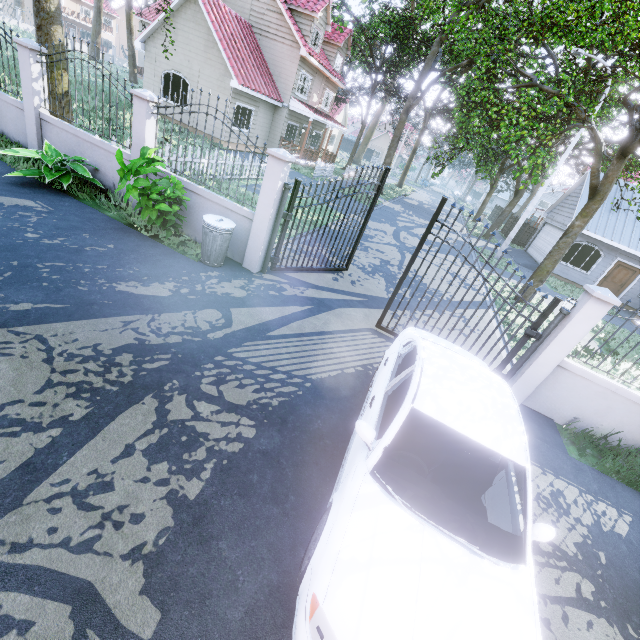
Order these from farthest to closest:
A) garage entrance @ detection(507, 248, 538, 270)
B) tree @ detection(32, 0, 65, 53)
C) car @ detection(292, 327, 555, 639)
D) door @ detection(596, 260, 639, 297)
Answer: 1. garage entrance @ detection(507, 248, 538, 270)
2. door @ detection(596, 260, 639, 297)
3. tree @ detection(32, 0, 65, 53)
4. car @ detection(292, 327, 555, 639)

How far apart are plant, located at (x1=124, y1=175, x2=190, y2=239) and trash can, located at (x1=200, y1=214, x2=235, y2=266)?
0.6m

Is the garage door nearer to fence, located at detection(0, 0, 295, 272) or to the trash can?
fence, located at detection(0, 0, 295, 272)

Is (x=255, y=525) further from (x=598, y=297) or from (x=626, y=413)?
(x=626, y=413)

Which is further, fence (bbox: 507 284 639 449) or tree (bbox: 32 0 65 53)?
tree (bbox: 32 0 65 53)

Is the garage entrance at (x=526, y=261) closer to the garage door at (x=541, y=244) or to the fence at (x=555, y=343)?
the garage door at (x=541, y=244)

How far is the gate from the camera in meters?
5.7 m

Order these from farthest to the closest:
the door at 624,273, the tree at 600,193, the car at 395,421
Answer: the door at 624,273, the tree at 600,193, the car at 395,421
